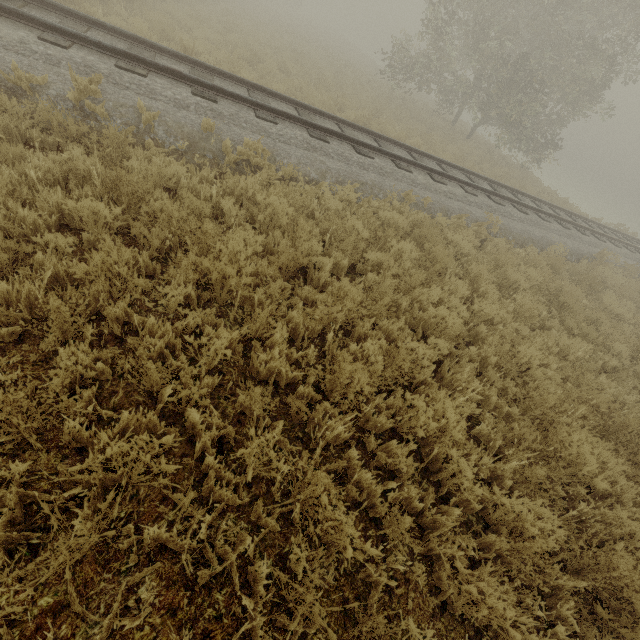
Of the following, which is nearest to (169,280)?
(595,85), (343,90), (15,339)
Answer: (15,339)
